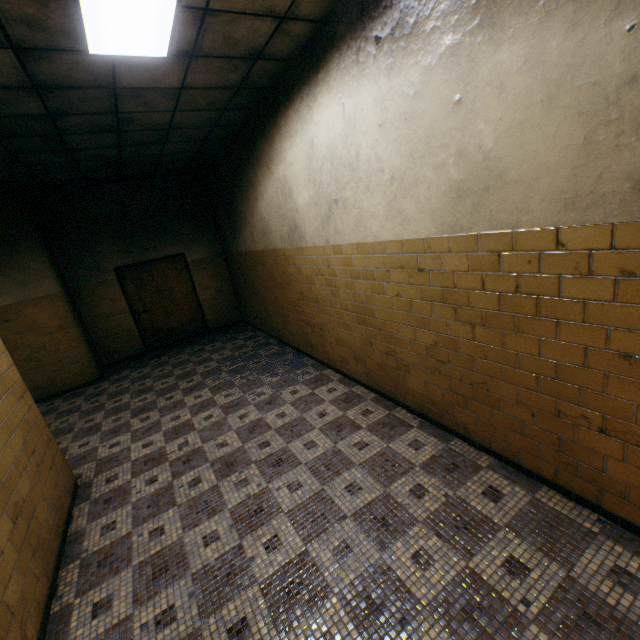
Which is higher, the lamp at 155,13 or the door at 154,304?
the lamp at 155,13

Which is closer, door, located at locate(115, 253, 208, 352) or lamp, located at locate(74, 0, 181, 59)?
lamp, located at locate(74, 0, 181, 59)

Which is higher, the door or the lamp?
the lamp

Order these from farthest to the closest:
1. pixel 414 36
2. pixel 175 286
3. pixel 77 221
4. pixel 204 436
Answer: pixel 175 286 → pixel 77 221 → pixel 204 436 → pixel 414 36

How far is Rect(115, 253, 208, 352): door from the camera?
7.8 meters

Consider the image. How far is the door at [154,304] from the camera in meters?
7.8
